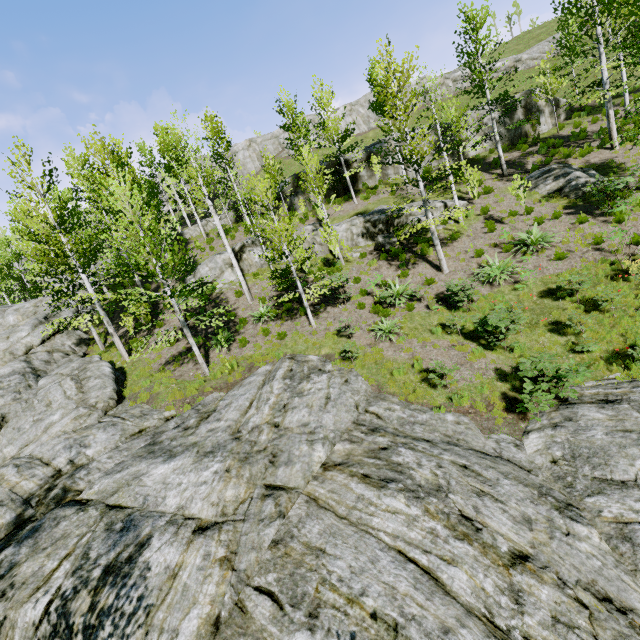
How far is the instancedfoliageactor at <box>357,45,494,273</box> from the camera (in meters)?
13.47

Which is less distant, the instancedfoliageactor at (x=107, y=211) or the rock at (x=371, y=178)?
the instancedfoliageactor at (x=107, y=211)

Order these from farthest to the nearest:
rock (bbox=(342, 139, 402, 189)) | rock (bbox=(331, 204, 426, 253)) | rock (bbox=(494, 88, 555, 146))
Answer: rock (bbox=(342, 139, 402, 189)), rock (bbox=(494, 88, 555, 146)), rock (bbox=(331, 204, 426, 253))

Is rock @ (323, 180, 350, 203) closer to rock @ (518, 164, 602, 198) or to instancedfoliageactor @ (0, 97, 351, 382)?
rock @ (518, 164, 602, 198)

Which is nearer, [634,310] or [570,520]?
[570,520]

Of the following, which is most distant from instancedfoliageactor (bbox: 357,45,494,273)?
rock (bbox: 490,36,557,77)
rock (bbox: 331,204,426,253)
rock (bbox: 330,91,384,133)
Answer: rock (bbox: 490,36,557,77)

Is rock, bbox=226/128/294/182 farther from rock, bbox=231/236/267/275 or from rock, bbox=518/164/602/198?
rock, bbox=518/164/602/198

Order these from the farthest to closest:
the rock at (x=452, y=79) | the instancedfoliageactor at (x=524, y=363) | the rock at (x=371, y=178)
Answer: the rock at (x=452, y=79) → the rock at (x=371, y=178) → the instancedfoliageactor at (x=524, y=363)
